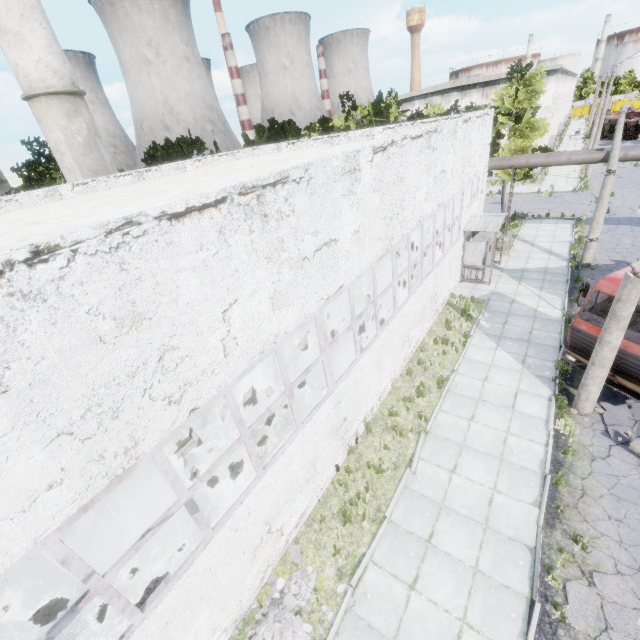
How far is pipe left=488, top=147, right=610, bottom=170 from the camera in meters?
16.2 m

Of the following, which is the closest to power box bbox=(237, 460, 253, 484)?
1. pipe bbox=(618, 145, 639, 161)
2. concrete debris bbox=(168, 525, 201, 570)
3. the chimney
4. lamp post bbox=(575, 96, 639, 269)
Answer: concrete debris bbox=(168, 525, 201, 570)

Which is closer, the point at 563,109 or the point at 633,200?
the point at 633,200

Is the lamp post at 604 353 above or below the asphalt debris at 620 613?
above

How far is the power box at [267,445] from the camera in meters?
7.0

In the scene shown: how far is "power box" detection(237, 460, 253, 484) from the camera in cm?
666

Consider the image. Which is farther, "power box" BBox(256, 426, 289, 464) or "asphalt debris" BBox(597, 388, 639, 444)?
"asphalt debris" BBox(597, 388, 639, 444)

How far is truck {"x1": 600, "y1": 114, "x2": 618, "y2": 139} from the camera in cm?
4944
